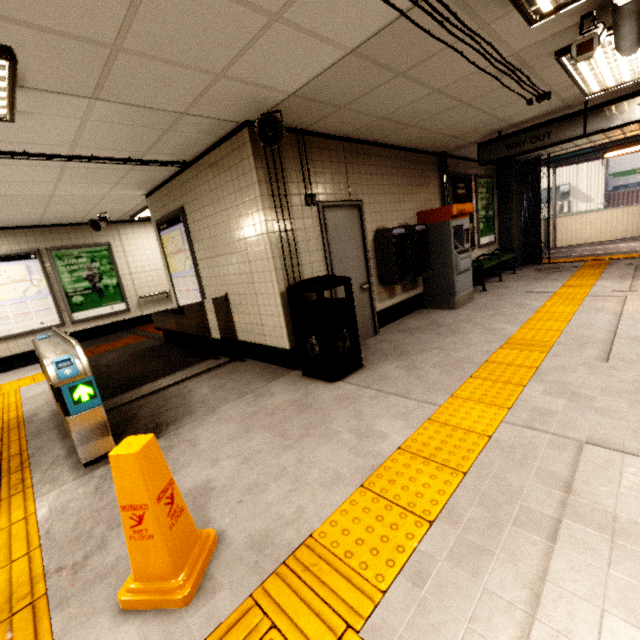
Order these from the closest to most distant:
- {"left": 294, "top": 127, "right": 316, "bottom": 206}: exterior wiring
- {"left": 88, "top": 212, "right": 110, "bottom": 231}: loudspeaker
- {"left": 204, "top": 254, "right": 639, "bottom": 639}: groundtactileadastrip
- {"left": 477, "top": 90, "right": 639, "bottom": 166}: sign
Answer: {"left": 204, "top": 254, "right": 639, "bottom": 639}: groundtactileadastrip, {"left": 294, "top": 127, "right": 316, "bottom": 206}: exterior wiring, {"left": 477, "top": 90, "right": 639, "bottom": 166}: sign, {"left": 88, "top": 212, "right": 110, "bottom": 231}: loudspeaker

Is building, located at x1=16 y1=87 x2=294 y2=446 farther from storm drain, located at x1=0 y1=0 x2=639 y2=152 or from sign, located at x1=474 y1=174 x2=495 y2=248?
sign, located at x1=474 y1=174 x2=495 y2=248

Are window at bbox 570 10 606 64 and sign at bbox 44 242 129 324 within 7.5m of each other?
no

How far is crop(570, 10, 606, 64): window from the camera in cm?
250

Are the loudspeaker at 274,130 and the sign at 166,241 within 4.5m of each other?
yes

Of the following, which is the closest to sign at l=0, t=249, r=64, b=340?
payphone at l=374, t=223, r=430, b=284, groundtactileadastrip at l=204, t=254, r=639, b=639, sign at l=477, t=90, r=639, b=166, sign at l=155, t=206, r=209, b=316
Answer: groundtactileadastrip at l=204, t=254, r=639, b=639

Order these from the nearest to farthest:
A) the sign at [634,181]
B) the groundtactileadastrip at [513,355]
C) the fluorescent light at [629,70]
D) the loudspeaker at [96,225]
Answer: the groundtactileadastrip at [513,355] → the fluorescent light at [629,70] → the loudspeaker at [96,225] → the sign at [634,181]

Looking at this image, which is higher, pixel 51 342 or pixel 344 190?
→ pixel 344 190
